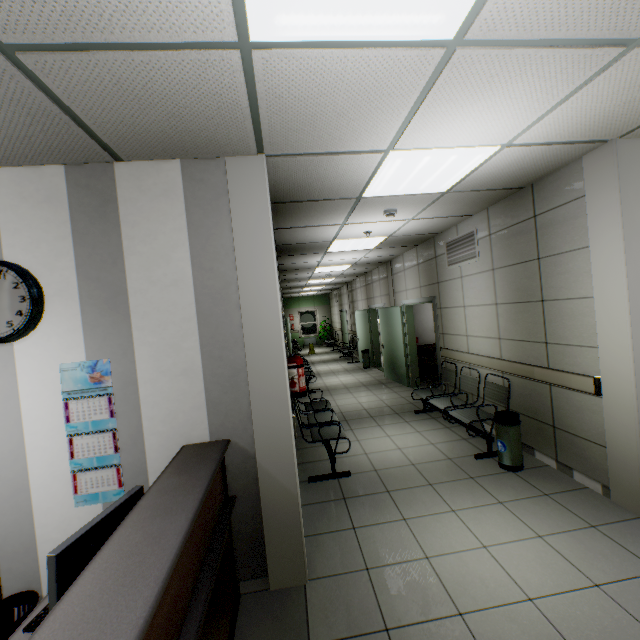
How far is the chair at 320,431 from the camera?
4.0 meters

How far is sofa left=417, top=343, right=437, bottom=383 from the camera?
7.8 meters

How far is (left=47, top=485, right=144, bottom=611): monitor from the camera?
1.3 meters

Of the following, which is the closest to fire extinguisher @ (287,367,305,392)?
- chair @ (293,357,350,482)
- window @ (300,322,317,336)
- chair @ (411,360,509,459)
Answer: chair @ (293,357,350,482)

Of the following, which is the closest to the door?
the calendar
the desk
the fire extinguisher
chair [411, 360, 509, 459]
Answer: chair [411, 360, 509, 459]

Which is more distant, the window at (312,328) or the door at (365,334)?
the window at (312,328)

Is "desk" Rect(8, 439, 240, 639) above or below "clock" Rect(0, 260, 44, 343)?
below

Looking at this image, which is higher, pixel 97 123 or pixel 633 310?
pixel 97 123
